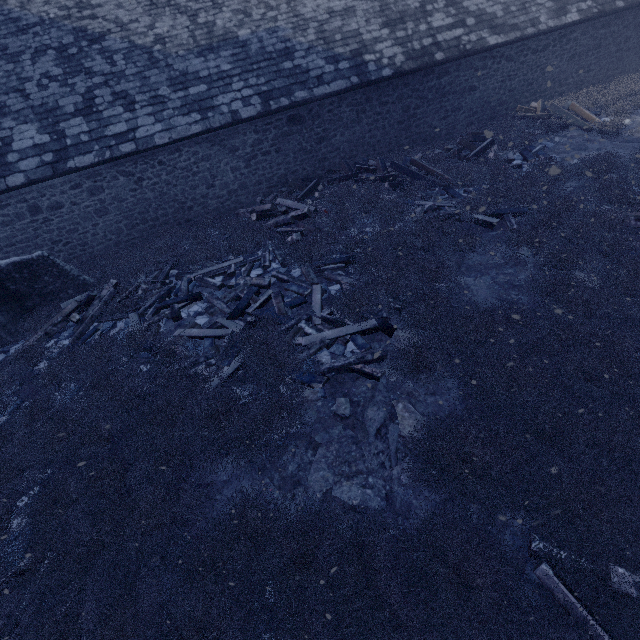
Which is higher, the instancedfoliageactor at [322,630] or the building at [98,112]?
the building at [98,112]

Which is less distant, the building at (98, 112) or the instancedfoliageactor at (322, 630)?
the instancedfoliageactor at (322, 630)

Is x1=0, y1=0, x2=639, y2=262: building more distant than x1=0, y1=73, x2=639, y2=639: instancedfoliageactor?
Yes

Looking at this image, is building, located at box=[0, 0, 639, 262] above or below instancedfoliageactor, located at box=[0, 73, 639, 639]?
above

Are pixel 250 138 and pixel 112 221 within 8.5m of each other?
yes
